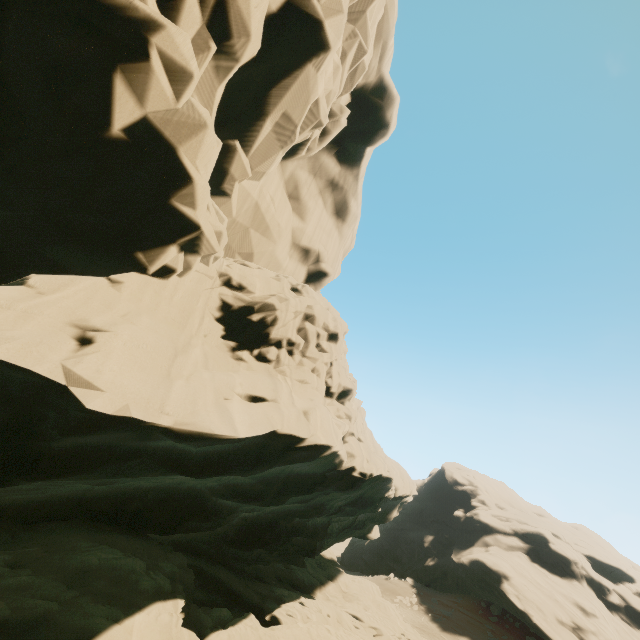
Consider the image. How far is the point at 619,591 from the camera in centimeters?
4156cm
